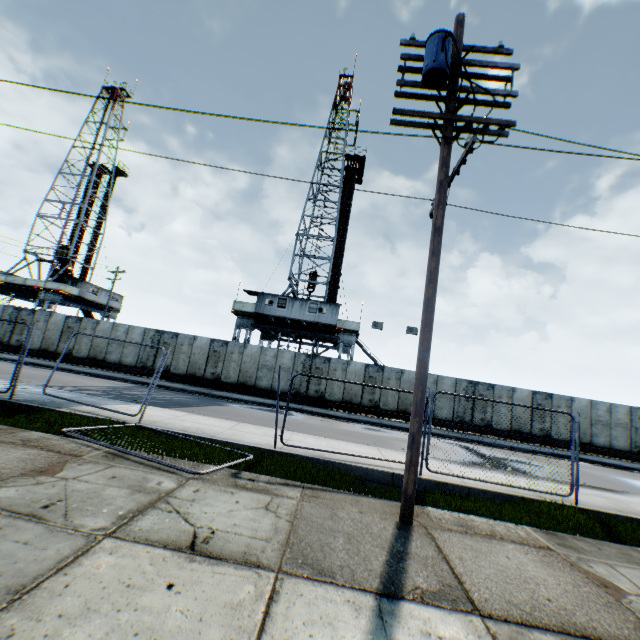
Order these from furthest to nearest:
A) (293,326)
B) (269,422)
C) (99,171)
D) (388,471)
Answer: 1. (99,171)
2. (293,326)
3. (269,422)
4. (388,471)

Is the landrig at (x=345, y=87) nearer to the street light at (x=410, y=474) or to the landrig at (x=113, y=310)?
the landrig at (x=113, y=310)

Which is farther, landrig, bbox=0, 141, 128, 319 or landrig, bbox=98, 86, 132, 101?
landrig, bbox=98, 86, 132, 101

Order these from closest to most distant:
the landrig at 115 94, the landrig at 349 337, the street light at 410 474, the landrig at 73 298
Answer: the street light at 410 474 < the landrig at 349 337 < the landrig at 73 298 < the landrig at 115 94

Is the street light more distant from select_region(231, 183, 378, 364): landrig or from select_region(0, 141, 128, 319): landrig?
select_region(0, 141, 128, 319): landrig

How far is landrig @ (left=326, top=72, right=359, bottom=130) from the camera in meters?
35.3

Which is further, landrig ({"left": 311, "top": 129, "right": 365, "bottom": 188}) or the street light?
landrig ({"left": 311, "top": 129, "right": 365, "bottom": 188})

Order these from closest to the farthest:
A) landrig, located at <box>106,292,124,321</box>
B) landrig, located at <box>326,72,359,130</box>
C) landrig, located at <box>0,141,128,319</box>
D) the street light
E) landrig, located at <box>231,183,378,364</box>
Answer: the street light, landrig, located at <box>231,183,378,364</box>, landrig, located at <box>0,141,128,319</box>, landrig, located at <box>326,72,359,130</box>, landrig, located at <box>106,292,124,321</box>
